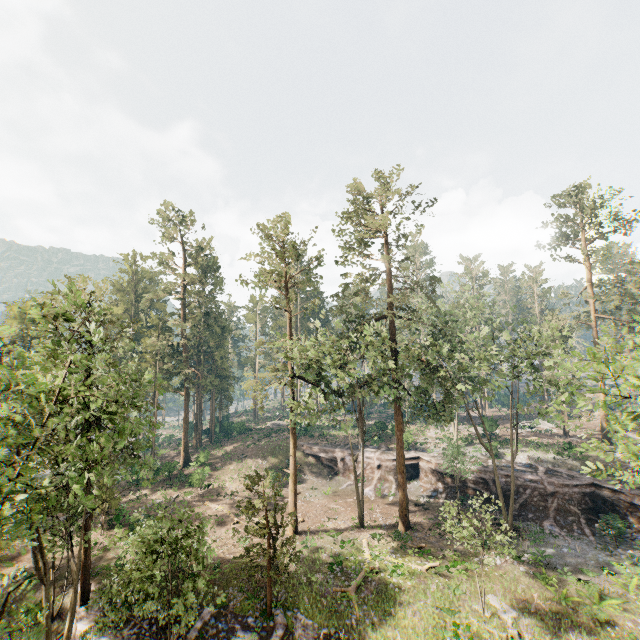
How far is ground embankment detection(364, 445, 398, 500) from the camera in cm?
3559

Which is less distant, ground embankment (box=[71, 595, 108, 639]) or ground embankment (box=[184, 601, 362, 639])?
ground embankment (box=[184, 601, 362, 639])

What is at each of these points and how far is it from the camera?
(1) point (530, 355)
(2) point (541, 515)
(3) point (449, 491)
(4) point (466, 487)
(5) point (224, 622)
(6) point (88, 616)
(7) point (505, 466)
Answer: (1) foliage, 23.8 meters
(2) ground embankment, 29.4 meters
(3) ground embankment, 34.3 meters
(4) ground embankment, 33.8 meters
(5) ground embankment, 18.9 meters
(6) ground embankment, 19.3 meters
(7) ground embankment, 34.4 meters

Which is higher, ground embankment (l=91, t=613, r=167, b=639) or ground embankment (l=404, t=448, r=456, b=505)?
ground embankment (l=404, t=448, r=456, b=505)

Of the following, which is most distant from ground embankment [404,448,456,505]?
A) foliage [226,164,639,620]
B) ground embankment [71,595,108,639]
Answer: ground embankment [71,595,108,639]

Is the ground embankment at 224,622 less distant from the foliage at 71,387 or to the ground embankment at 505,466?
the foliage at 71,387
